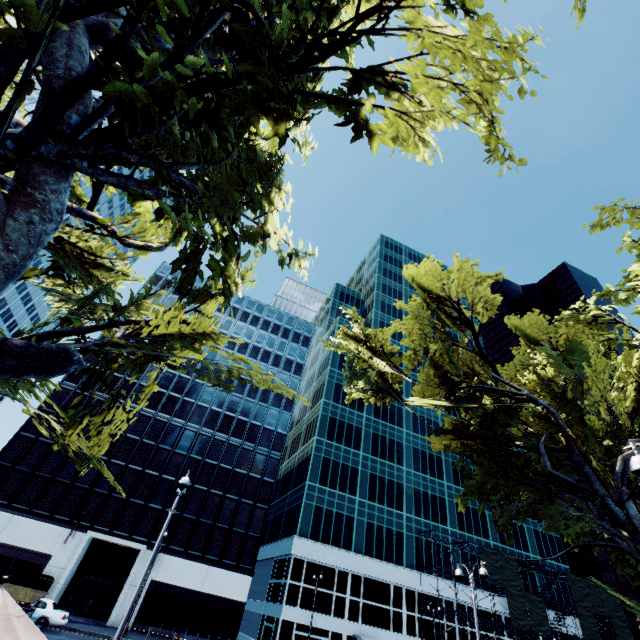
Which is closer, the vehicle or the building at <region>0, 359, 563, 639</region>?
the vehicle

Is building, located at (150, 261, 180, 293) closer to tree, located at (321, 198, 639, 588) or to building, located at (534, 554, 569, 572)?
building, located at (534, 554, 569, 572)

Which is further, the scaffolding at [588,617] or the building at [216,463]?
the scaffolding at [588,617]

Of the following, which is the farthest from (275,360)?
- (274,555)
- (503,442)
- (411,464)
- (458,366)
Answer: (503,442)

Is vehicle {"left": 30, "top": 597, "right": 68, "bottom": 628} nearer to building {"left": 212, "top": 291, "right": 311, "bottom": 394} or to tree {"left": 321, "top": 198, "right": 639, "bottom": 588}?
building {"left": 212, "top": 291, "right": 311, "bottom": 394}

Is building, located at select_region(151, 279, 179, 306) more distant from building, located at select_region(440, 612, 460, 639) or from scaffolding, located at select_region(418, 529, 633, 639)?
scaffolding, located at select_region(418, 529, 633, 639)

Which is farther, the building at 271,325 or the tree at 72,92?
the building at 271,325

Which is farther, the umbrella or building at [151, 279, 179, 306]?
building at [151, 279, 179, 306]
